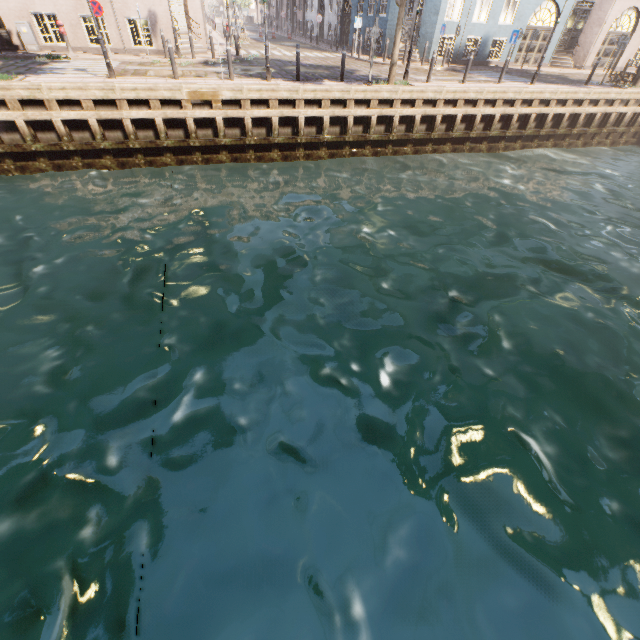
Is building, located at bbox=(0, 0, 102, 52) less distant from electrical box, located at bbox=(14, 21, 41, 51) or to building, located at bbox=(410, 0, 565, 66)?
building, located at bbox=(410, 0, 565, 66)

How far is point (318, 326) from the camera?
6.30m

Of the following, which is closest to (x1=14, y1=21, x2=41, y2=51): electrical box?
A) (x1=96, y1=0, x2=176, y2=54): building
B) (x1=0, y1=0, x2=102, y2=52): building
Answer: (x1=96, y1=0, x2=176, y2=54): building

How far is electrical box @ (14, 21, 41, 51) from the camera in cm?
1479

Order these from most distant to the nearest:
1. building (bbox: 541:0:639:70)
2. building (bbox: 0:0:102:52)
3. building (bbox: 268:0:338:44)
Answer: building (bbox: 268:0:338:44), building (bbox: 541:0:639:70), building (bbox: 0:0:102:52)

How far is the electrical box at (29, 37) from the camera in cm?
1479

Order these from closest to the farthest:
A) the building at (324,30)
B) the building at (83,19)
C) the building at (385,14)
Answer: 1. the building at (83,19)
2. the building at (385,14)
3. the building at (324,30)
